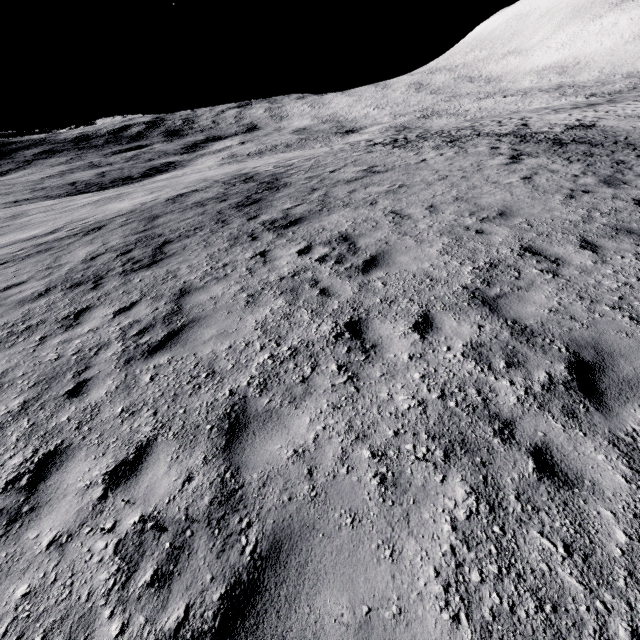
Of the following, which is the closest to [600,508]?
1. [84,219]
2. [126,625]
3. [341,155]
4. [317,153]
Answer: [126,625]
